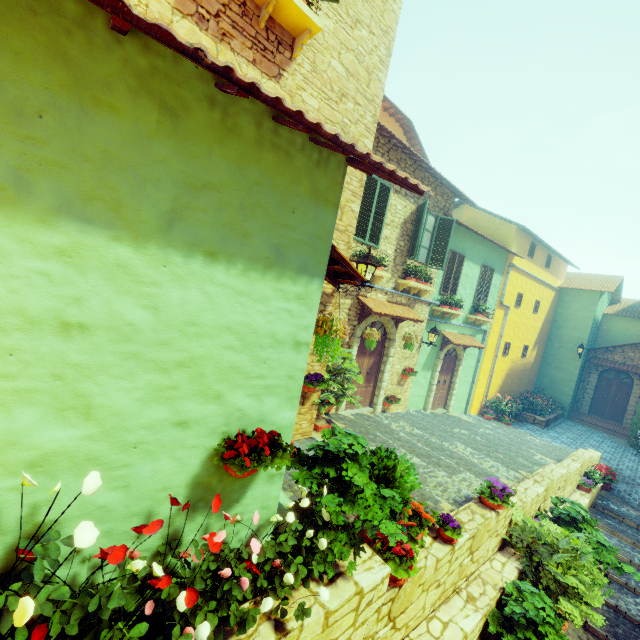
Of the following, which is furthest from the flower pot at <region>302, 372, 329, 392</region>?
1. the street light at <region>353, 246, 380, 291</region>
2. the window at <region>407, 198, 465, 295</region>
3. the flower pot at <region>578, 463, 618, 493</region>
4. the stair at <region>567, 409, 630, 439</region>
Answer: the stair at <region>567, 409, 630, 439</region>

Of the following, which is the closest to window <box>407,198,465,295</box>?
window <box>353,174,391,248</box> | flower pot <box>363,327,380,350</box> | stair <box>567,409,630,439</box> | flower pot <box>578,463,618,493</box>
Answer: window <box>353,174,391,248</box>

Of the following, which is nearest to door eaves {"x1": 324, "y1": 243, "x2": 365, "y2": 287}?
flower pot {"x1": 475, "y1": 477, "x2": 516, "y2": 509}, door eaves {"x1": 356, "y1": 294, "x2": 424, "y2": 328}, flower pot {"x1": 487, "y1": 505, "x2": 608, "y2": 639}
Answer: door eaves {"x1": 356, "y1": 294, "x2": 424, "y2": 328}

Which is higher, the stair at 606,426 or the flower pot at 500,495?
the flower pot at 500,495

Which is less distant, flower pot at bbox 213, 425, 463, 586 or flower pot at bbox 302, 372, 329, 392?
flower pot at bbox 213, 425, 463, 586

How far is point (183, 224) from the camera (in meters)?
2.11

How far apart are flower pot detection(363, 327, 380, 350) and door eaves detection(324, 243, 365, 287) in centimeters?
370cm

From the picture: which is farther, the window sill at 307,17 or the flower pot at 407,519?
the window sill at 307,17
